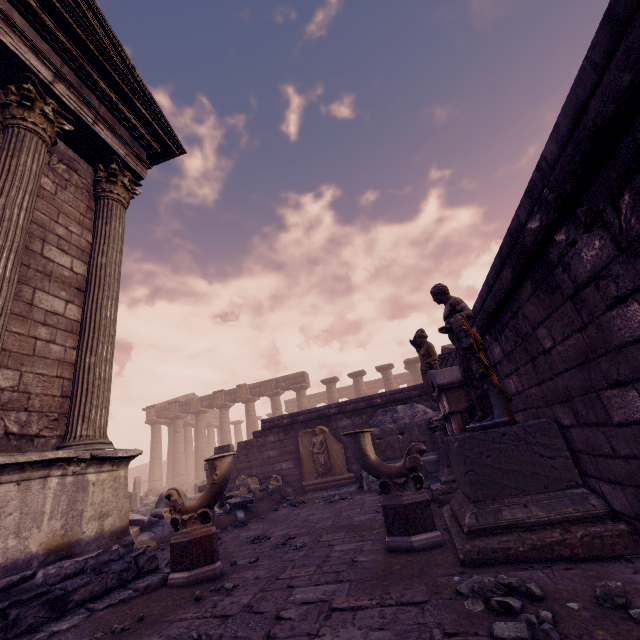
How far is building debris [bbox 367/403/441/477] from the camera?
8.4m

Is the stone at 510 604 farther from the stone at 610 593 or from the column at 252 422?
the column at 252 422

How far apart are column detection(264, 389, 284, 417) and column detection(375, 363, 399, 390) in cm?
768

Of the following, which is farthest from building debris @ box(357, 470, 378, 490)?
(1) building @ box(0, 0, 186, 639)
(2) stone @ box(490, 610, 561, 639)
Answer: (2) stone @ box(490, 610, 561, 639)

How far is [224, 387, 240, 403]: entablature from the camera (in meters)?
26.36

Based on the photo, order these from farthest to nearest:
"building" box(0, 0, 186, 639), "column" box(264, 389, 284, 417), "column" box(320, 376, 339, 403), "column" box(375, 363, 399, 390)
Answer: "column" box(264, 389, 284, 417) → "column" box(320, 376, 339, 403) → "column" box(375, 363, 399, 390) → "building" box(0, 0, 186, 639)

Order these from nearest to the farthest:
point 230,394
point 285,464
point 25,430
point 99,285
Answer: point 25,430, point 99,285, point 285,464, point 230,394

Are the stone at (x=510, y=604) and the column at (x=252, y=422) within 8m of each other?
no
